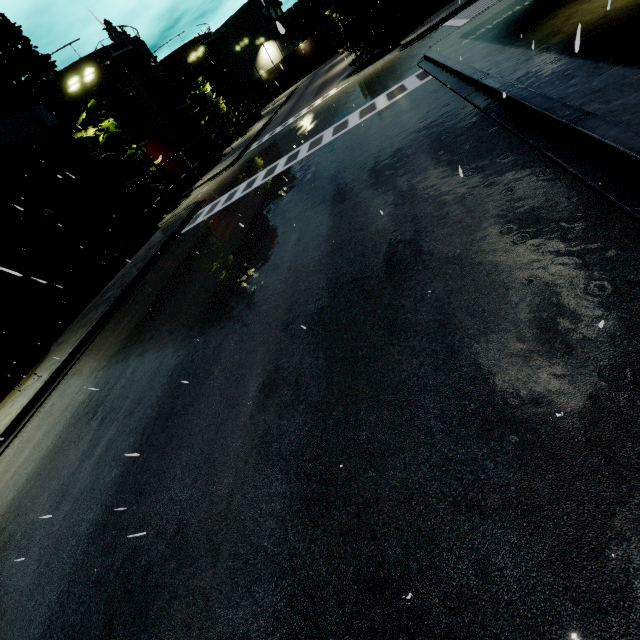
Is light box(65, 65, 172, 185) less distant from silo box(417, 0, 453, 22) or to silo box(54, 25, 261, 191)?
silo box(54, 25, 261, 191)

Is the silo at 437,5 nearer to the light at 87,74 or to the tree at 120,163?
the light at 87,74

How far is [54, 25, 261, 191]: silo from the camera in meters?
27.9

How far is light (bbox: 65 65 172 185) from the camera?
21.8m

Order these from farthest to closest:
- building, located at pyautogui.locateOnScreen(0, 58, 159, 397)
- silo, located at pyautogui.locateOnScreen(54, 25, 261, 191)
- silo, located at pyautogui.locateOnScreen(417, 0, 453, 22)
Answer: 1. silo, located at pyautogui.locateOnScreen(54, 25, 261, 191)
2. silo, located at pyautogui.locateOnScreen(417, 0, 453, 22)
3. building, located at pyautogui.locateOnScreen(0, 58, 159, 397)

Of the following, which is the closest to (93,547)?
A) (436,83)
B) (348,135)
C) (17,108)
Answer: (348,135)

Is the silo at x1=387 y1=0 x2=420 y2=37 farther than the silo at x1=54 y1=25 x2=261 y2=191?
No

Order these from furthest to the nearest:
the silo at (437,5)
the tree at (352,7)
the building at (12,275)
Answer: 1. the silo at (437,5)
2. the tree at (352,7)
3. the building at (12,275)
